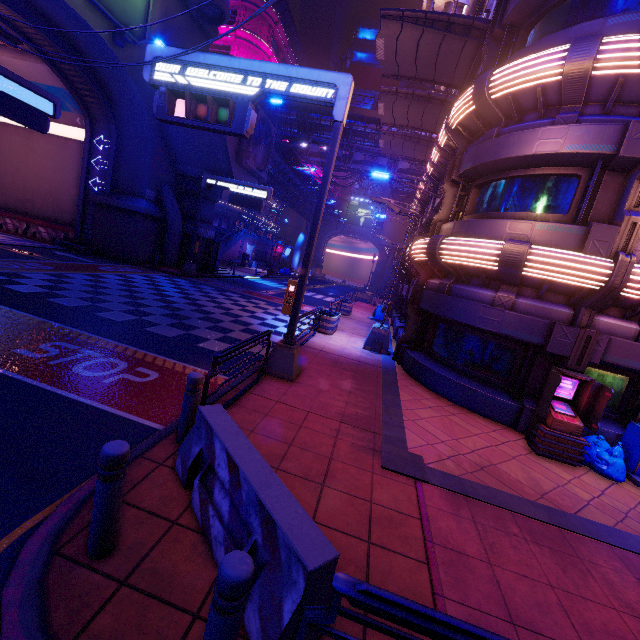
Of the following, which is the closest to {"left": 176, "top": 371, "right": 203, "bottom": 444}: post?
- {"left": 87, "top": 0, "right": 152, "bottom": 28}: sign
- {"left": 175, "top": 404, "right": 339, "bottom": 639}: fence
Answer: {"left": 175, "top": 404, "right": 339, "bottom": 639}: fence

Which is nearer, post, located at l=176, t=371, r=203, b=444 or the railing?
the railing

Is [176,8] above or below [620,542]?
above

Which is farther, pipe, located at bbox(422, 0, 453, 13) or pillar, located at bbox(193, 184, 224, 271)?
pillar, located at bbox(193, 184, 224, 271)

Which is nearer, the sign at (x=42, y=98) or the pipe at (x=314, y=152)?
the sign at (x=42, y=98)

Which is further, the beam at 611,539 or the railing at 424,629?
the beam at 611,539

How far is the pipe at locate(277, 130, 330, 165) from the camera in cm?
3562

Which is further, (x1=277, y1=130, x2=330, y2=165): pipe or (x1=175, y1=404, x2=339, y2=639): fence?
(x1=277, y1=130, x2=330, y2=165): pipe
